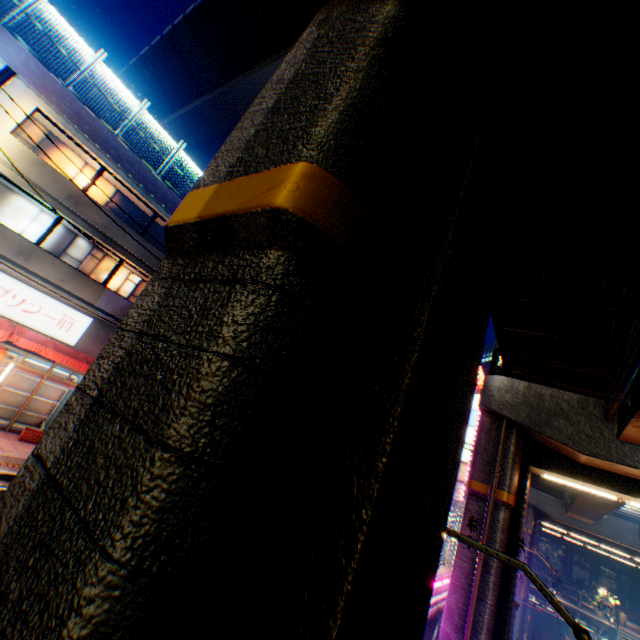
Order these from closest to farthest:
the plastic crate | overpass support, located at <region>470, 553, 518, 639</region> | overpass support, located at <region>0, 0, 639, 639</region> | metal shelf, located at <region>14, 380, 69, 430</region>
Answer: overpass support, located at <region>0, 0, 639, 639</region>, overpass support, located at <region>470, 553, 518, 639</region>, the plastic crate, metal shelf, located at <region>14, 380, 69, 430</region>

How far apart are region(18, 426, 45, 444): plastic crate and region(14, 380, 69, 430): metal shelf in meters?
1.5

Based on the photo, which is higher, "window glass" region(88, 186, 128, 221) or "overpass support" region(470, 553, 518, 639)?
"window glass" region(88, 186, 128, 221)

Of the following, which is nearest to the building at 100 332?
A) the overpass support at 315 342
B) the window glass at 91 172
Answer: the window glass at 91 172

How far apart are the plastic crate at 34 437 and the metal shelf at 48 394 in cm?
146

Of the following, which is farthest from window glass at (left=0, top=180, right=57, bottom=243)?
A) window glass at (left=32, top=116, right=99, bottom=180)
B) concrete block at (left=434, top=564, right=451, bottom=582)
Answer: concrete block at (left=434, top=564, right=451, bottom=582)

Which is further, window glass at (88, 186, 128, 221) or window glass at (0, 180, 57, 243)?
window glass at (88, 186, 128, 221)

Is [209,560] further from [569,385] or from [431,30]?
[569,385]
